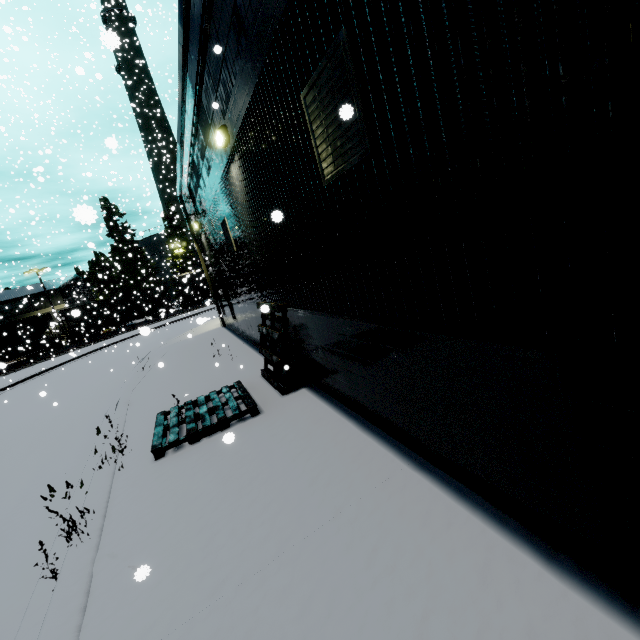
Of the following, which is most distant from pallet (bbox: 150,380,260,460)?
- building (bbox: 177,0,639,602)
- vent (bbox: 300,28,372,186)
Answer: vent (bbox: 300,28,372,186)

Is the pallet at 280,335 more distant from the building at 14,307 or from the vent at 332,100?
the vent at 332,100

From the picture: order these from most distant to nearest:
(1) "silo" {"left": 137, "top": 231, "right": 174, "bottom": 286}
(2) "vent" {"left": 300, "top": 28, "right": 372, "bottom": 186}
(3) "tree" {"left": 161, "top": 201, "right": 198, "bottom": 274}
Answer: (1) "silo" {"left": 137, "top": 231, "right": 174, "bottom": 286}
(3) "tree" {"left": 161, "top": 201, "right": 198, "bottom": 274}
(2) "vent" {"left": 300, "top": 28, "right": 372, "bottom": 186}

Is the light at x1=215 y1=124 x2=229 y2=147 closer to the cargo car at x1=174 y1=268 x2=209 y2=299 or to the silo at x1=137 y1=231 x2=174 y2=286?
the cargo car at x1=174 y1=268 x2=209 y2=299

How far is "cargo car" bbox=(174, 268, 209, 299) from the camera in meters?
31.0 m

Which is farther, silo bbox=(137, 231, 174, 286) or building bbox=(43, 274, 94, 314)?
silo bbox=(137, 231, 174, 286)

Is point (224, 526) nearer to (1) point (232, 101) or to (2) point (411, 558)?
(2) point (411, 558)

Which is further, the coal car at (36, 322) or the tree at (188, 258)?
the tree at (188, 258)
